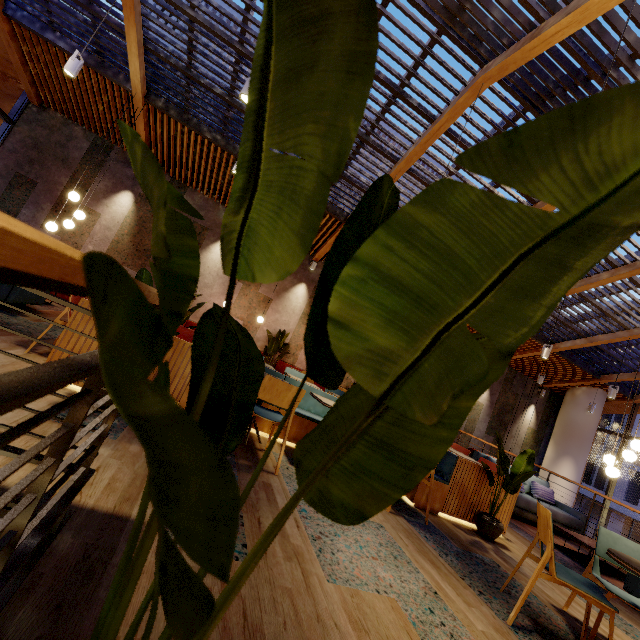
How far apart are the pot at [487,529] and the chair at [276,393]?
2.9m

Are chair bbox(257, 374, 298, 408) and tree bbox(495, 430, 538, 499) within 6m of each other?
yes

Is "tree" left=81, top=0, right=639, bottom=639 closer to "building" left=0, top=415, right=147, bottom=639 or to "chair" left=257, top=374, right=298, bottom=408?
"building" left=0, top=415, right=147, bottom=639

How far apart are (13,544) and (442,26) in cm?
644

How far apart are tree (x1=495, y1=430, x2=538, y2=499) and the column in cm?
1004

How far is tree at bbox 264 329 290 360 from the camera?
9.2 meters

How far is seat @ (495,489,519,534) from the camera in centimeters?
456cm

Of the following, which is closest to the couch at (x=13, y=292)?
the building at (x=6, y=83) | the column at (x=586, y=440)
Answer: the building at (x=6, y=83)
